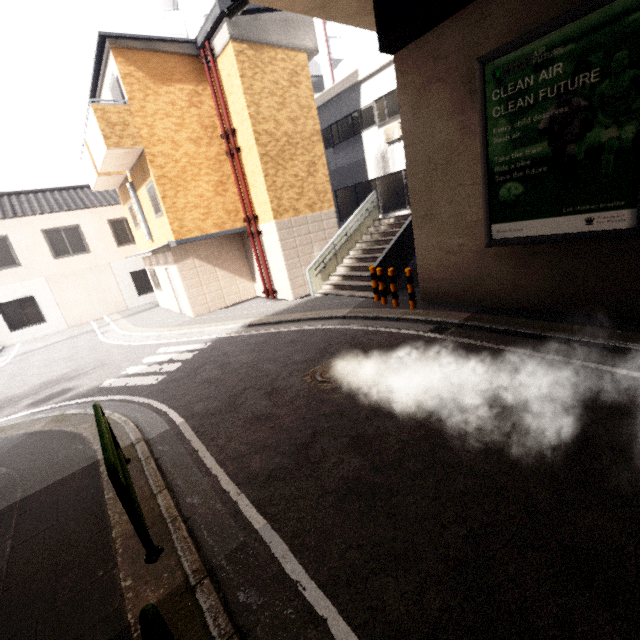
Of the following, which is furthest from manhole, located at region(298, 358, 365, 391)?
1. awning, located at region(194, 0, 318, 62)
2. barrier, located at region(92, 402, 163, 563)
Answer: awning, located at region(194, 0, 318, 62)

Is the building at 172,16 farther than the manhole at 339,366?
Yes

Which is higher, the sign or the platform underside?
the platform underside

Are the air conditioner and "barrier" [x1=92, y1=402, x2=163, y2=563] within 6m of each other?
no

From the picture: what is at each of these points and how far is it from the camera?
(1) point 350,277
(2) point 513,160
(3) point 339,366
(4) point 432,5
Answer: (1) stairs, 12.20m
(2) sign, 6.20m
(3) manhole, 6.48m
(4) platform underside, 5.99m

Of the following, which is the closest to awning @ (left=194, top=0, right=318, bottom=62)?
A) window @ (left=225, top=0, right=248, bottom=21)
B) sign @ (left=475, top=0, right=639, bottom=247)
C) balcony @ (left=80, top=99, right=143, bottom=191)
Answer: balcony @ (left=80, top=99, right=143, bottom=191)

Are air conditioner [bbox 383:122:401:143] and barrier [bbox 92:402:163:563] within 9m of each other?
no

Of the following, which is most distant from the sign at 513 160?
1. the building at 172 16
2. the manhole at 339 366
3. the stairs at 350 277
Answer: the building at 172 16
